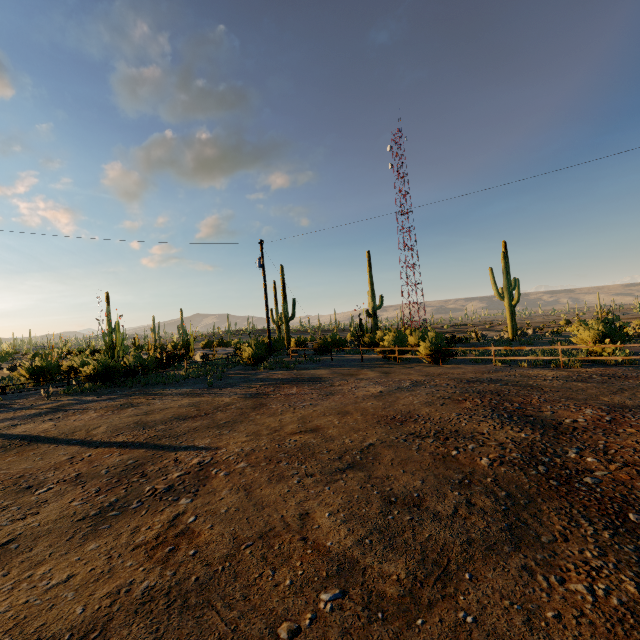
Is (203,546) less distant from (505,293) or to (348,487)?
(348,487)
